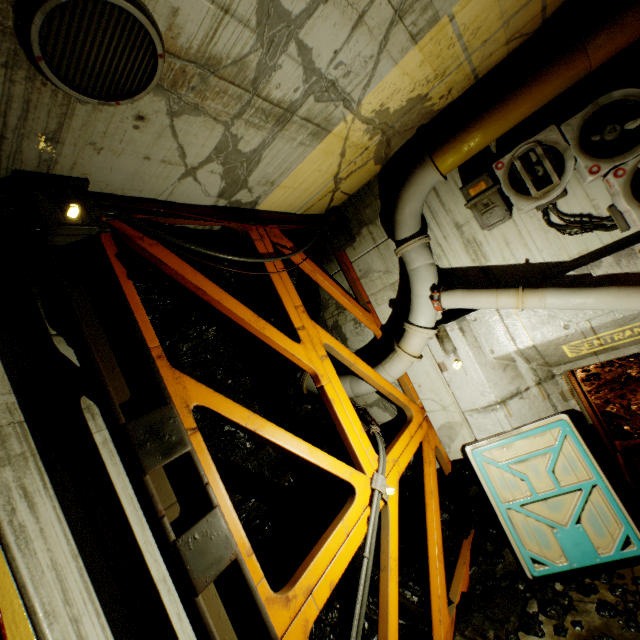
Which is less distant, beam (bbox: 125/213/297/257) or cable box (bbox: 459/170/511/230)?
beam (bbox: 125/213/297/257)

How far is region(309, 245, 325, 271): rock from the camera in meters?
6.5 m

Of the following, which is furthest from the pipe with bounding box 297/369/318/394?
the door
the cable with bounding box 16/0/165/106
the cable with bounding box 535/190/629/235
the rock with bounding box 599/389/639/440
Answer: the cable with bounding box 16/0/165/106

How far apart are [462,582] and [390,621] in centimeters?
207cm

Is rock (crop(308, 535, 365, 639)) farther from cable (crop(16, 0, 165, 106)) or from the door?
cable (crop(16, 0, 165, 106))

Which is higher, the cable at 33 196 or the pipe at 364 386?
the cable at 33 196

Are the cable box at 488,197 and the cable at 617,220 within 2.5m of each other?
yes

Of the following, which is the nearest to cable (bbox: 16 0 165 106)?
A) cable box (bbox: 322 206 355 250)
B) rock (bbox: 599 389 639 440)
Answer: cable box (bbox: 322 206 355 250)
